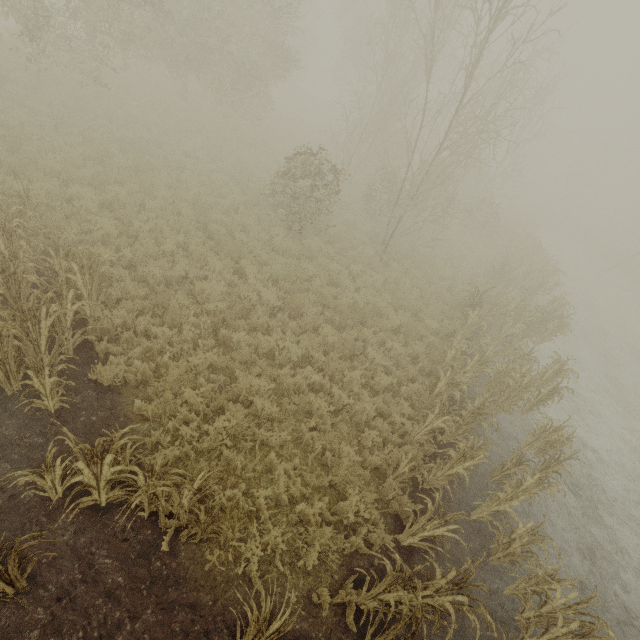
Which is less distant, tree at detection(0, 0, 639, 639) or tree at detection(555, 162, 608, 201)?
tree at detection(0, 0, 639, 639)

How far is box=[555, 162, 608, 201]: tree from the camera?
43.0m

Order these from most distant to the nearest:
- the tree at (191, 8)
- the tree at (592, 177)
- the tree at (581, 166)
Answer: the tree at (581, 166)
the tree at (592, 177)
the tree at (191, 8)

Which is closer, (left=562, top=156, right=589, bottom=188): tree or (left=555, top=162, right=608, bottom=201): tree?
(left=555, top=162, right=608, bottom=201): tree

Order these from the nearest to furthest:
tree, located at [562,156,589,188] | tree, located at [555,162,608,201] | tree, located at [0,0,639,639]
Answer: tree, located at [0,0,639,639] → tree, located at [555,162,608,201] → tree, located at [562,156,589,188]

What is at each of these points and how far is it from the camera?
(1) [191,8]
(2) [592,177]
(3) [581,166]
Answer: (1) tree, 14.0m
(2) tree, 43.7m
(3) tree, 44.4m

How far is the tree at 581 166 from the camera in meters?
44.0
